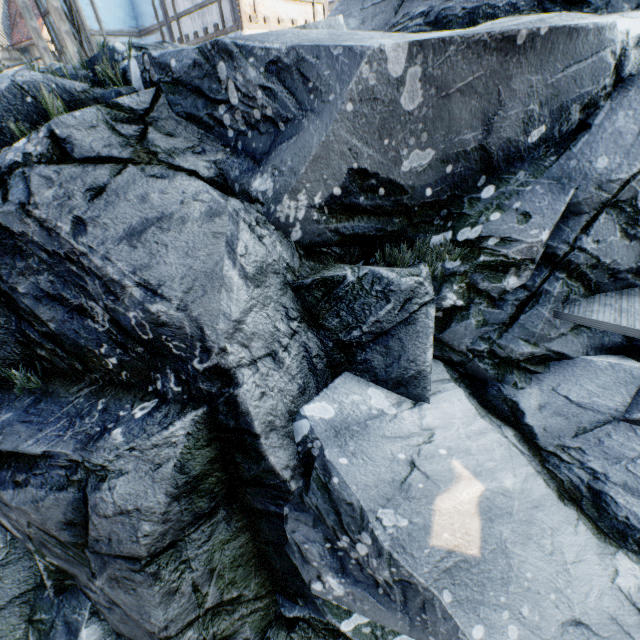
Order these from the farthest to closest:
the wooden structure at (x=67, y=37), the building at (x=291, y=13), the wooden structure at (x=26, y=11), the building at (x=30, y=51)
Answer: the building at (x=30, y=51) < the wooden structure at (x=26, y=11) < the wooden structure at (x=67, y=37) < the building at (x=291, y=13)

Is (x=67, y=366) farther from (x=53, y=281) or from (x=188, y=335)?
(x=188, y=335)

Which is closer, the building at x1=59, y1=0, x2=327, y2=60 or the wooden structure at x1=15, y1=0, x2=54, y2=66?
the building at x1=59, y1=0, x2=327, y2=60

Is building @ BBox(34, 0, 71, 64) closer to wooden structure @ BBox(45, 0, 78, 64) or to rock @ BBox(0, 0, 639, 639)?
wooden structure @ BBox(45, 0, 78, 64)

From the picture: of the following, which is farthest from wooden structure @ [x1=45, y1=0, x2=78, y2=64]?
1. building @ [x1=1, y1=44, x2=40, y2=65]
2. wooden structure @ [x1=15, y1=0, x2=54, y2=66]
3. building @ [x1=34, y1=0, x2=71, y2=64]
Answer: building @ [x1=1, y1=44, x2=40, y2=65]

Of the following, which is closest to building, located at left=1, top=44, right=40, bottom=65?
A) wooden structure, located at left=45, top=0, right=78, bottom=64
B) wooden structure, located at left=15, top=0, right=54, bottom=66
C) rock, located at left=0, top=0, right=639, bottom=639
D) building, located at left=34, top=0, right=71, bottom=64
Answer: rock, located at left=0, top=0, right=639, bottom=639

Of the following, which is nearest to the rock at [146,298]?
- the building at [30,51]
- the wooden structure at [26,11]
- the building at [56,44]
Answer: the building at [30,51]

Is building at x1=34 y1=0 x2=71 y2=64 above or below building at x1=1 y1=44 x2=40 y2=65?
below
